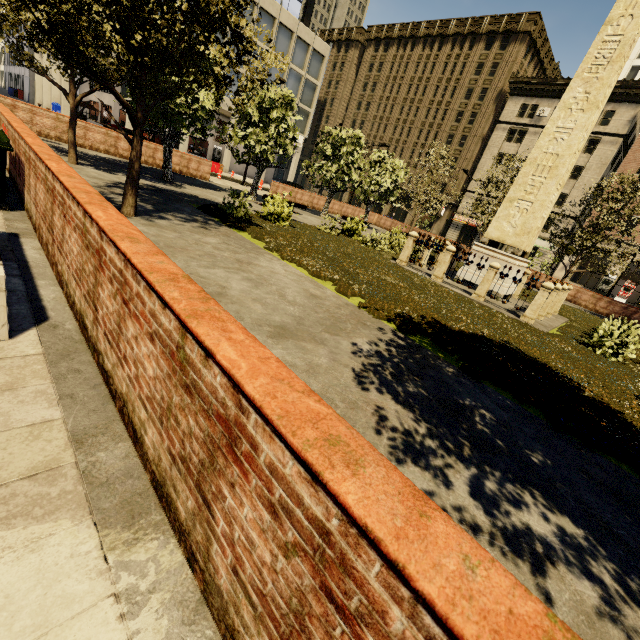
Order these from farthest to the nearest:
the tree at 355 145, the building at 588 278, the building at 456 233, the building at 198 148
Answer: the building at 456 233 → the building at 588 278 → the building at 198 148 → the tree at 355 145

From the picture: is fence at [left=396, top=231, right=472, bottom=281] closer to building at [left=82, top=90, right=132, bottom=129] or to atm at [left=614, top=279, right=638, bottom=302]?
building at [left=82, top=90, right=132, bottom=129]

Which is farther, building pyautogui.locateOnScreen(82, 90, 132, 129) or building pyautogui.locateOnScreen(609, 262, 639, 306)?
building pyautogui.locateOnScreen(609, 262, 639, 306)

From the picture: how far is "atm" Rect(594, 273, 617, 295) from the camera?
35.7 meters

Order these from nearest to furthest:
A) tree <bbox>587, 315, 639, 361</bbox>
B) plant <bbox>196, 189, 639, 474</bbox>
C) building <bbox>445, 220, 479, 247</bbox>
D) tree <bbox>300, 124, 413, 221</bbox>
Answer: plant <bbox>196, 189, 639, 474</bbox>
tree <bbox>587, 315, 639, 361</bbox>
tree <bbox>300, 124, 413, 221</bbox>
building <bbox>445, 220, 479, 247</bbox>

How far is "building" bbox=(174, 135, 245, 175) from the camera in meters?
33.4 m

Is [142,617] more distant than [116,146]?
No

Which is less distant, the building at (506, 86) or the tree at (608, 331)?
the tree at (608, 331)
